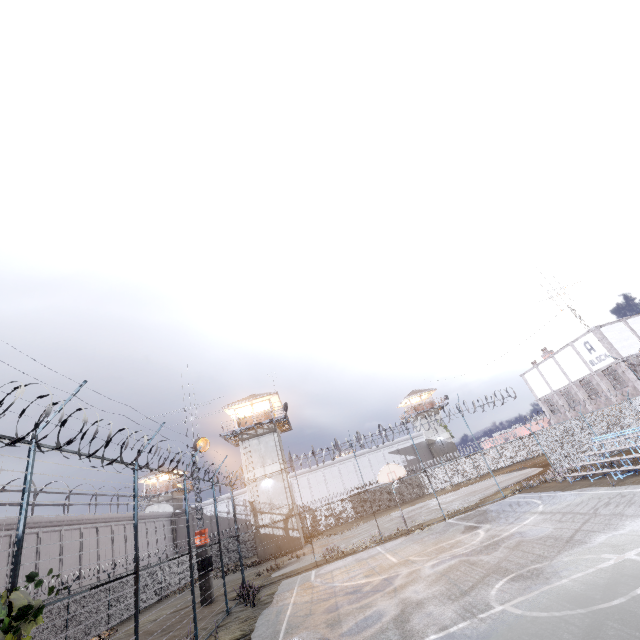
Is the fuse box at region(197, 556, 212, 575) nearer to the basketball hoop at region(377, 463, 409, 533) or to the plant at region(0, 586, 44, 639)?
the basketball hoop at region(377, 463, 409, 533)

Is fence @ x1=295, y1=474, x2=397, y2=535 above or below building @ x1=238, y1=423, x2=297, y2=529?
below

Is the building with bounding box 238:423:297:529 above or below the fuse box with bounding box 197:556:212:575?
above

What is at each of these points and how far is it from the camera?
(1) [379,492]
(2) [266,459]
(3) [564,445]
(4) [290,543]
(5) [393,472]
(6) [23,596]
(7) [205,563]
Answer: (1) fence, 19.9m
(2) building, 33.0m
(3) fence, 21.2m
(4) building, 29.4m
(5) basketball hoop, 19.2m
(6) plant, 5.2m
(7) fuse box, 18.8m

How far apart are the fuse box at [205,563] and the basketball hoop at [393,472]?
10.7m

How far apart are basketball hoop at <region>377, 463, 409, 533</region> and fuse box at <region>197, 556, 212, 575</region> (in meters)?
10.69

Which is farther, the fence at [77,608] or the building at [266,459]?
the building at [266,459]

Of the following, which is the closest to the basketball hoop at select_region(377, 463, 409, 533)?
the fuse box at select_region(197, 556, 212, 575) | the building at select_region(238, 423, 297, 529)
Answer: the fuse box at select_region(197, 556, 212, 575)
